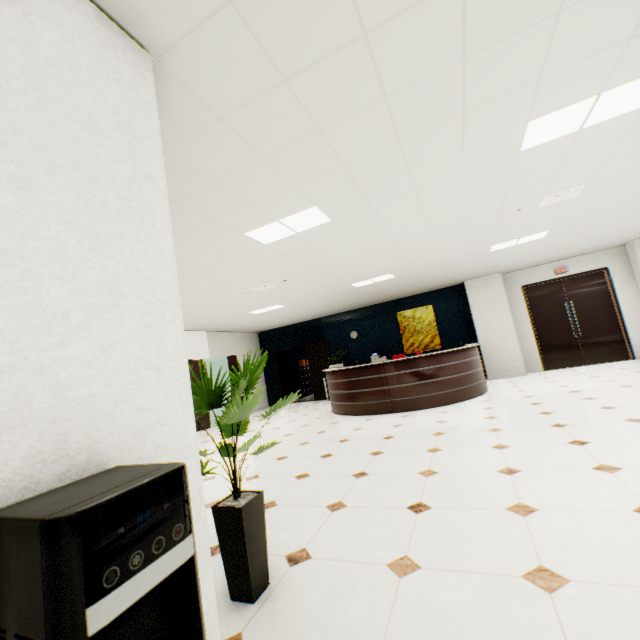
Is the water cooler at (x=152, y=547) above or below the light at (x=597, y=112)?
below

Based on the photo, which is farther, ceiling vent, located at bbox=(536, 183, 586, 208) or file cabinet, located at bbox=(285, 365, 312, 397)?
file cabinet, located at bbox=(285, 365, 312, 397)

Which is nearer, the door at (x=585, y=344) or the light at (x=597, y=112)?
the light at (x=597, y=112)

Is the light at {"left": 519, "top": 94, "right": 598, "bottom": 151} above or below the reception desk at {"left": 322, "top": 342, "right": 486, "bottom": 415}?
above

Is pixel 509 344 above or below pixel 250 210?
below

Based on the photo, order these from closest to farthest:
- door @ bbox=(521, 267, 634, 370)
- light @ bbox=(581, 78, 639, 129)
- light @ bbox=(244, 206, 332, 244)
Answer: light @ bbox=(581, 78, 639, 129) < light @ bbox=(244, 206, 332, 244) < door @ bbox=(521, 267, 634, 370)

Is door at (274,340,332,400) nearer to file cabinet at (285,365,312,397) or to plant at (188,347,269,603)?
file cabinet at (285,365,312,397)

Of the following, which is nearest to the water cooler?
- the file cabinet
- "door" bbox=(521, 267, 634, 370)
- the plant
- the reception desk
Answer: the plant
